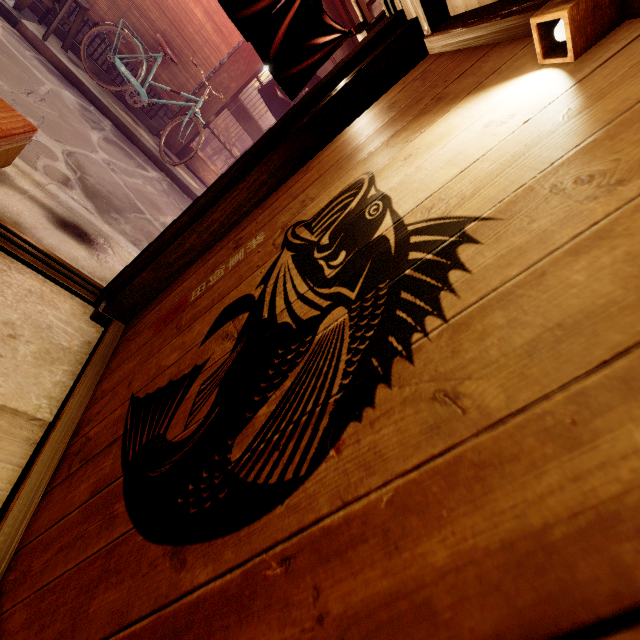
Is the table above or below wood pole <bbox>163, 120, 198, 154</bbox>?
above

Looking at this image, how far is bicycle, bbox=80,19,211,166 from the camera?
9.4m

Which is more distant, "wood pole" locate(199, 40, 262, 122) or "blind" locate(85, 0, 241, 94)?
"wood pole" locate(199, 40, 262, 122)

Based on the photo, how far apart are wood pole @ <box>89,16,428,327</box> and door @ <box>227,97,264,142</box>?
9.59m

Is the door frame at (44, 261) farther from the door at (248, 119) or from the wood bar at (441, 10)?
the door at (248, 119)

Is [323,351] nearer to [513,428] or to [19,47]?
[513,428]

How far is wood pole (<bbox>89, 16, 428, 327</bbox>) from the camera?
3.3 meters

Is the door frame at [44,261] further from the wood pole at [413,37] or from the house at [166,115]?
the house at [166,115]
